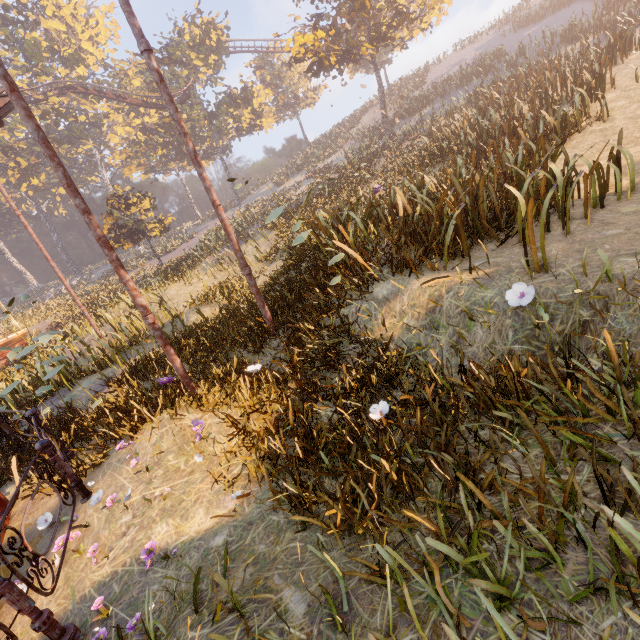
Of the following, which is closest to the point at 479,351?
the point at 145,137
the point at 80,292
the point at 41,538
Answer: the point at 41,538

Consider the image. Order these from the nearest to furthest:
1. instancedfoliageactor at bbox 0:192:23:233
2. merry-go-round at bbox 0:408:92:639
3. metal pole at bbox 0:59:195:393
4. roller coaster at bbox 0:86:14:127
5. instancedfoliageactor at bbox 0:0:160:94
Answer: merry-go-round at bbox 0:408:92:639 < metal pole at bbox 0:59:195:393 < roller coaster at bbox 0:86:14:127 < instancedfoliageactor at bbox 0:0:160:94 < instancedfoliageactor at bbox 0:192:23:233

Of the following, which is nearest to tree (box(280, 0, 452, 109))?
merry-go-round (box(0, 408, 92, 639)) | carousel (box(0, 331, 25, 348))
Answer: merry-go-round (box(0, 408, 92, 639))

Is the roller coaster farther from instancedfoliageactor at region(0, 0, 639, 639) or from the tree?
instancedfoliageactor at region(0, 0, 639, 639)

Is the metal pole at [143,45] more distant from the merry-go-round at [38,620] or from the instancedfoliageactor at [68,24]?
the instancedfoliageactor at [68,24]

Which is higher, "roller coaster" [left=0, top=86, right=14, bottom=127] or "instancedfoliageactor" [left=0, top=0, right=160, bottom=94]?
"instancedfoliageactor" [left=0, top=0, right=160, bottom=94]

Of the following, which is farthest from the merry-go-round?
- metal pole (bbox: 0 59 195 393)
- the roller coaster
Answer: the roller coaster

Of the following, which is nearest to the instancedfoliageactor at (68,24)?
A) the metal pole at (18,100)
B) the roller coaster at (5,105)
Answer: the roller coaster at (5,105)
